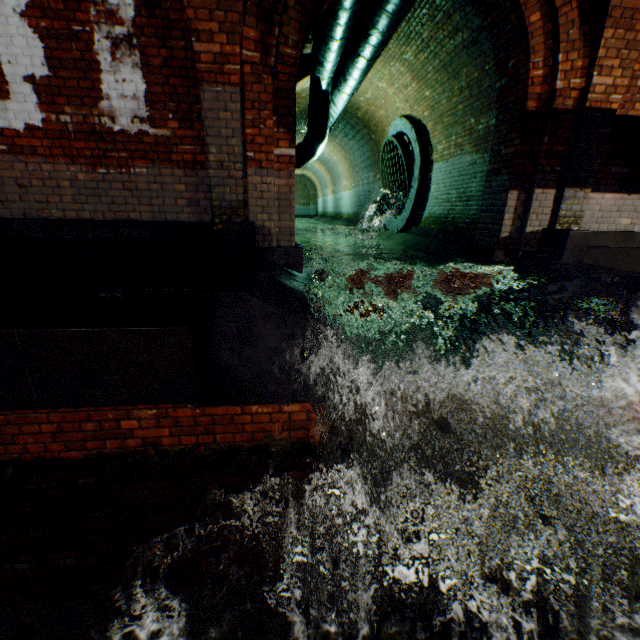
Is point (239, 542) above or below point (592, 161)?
below

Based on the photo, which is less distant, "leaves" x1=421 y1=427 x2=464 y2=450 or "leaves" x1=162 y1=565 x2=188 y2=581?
"leaves" x1=162 y1=565 x2=188 y2=581

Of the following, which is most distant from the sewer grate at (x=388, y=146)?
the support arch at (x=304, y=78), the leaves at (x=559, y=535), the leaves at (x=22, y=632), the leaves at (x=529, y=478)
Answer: the leaves at (x=22, y=632)

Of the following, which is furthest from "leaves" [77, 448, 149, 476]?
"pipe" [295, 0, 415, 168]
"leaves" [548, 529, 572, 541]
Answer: "pipe" [295, 0, 415, 168]

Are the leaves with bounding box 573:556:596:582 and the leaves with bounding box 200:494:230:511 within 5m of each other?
yes

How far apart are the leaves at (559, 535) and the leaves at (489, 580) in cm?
63

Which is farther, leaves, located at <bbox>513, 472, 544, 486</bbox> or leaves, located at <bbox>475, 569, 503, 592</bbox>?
leaves, located at <bbox>513, 472, 544, 486</bbox>
